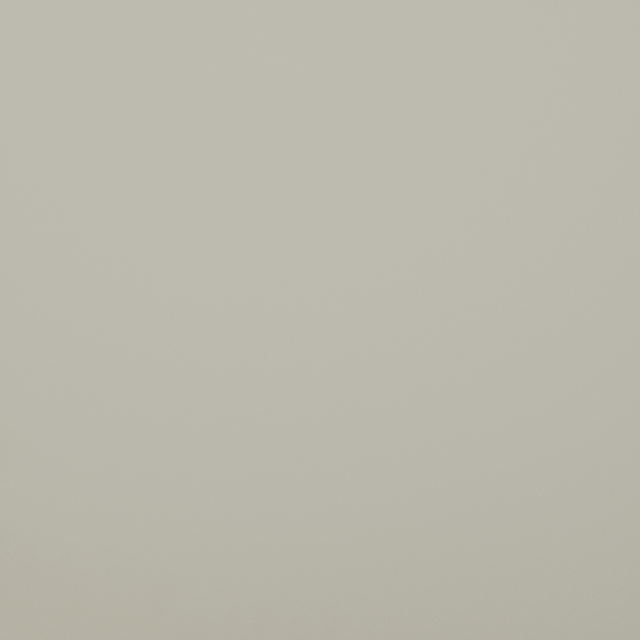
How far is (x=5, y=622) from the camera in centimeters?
3206cm
